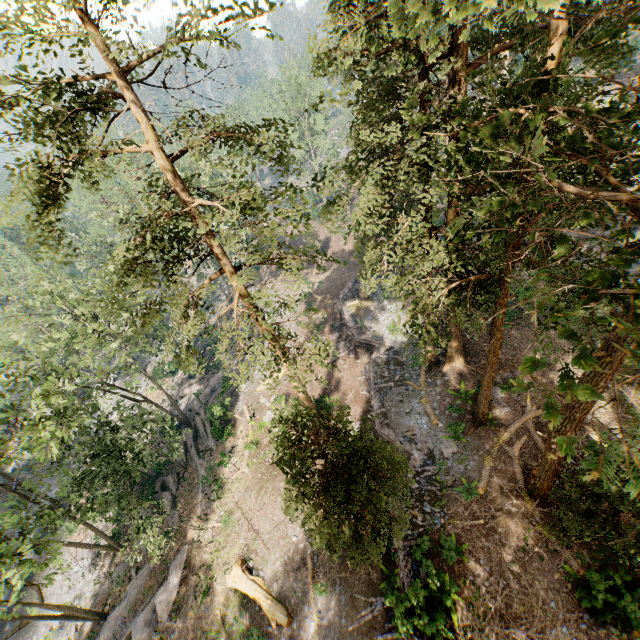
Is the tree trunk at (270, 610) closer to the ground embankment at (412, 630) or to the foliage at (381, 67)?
the ground embankment at (412, 630)

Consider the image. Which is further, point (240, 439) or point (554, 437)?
point (240, 439)

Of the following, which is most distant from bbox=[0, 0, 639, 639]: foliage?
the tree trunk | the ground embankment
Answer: the tree trunk

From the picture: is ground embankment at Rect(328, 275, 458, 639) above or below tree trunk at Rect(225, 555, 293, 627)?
above

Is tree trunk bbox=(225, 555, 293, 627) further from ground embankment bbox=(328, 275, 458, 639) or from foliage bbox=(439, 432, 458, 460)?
foliage bbox=(439, 432, 458, 460)

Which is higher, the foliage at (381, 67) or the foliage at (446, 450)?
the foliage at (381, 67)

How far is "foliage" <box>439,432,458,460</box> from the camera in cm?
2022
